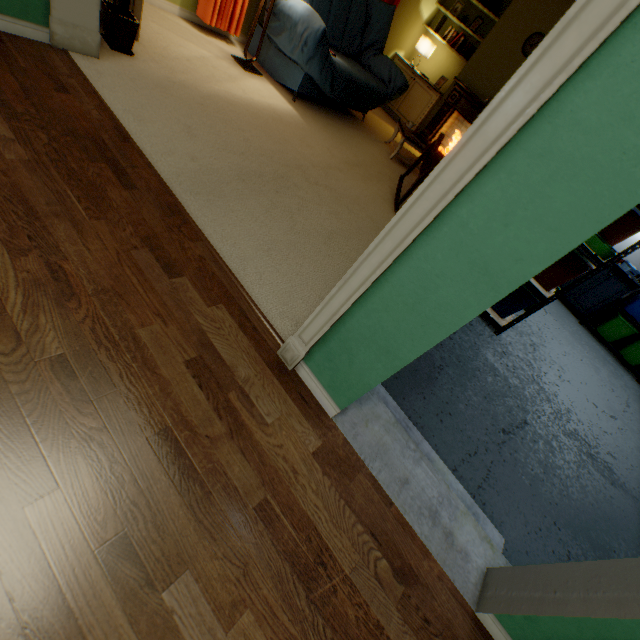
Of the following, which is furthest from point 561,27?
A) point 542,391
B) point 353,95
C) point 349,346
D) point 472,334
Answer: point 353,95

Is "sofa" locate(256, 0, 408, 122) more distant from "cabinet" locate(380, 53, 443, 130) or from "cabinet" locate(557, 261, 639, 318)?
"cabinet" locate(557, 261, 639, 318)

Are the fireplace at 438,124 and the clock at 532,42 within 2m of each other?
yes

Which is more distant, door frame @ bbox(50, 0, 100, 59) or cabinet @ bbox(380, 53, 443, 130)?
cabinet @ bbox(380, 53, 443, 130)

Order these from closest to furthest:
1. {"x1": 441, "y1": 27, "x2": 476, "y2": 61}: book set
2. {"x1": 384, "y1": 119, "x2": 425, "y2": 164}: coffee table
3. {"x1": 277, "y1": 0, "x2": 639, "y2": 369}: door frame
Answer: {"x1": 277, "y1": 0, "x2": 639, "y2": 369}: door frame
{"x1": 384, "y1": 119, "x2": 425, "y2": 164}: coffee table
{"x1": 441, "y1": 27, "x2": 476, "y2": 61}: book set

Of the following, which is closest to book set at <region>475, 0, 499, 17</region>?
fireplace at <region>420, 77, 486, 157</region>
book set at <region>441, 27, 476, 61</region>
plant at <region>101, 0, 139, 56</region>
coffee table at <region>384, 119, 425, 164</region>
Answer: book set at <region>441, 27, 476, 61</region>

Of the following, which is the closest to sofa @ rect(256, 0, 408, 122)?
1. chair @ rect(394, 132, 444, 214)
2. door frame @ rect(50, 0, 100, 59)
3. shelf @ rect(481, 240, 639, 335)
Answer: chair @ rect(394, 132, 444, 214)

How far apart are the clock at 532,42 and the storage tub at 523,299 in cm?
384
